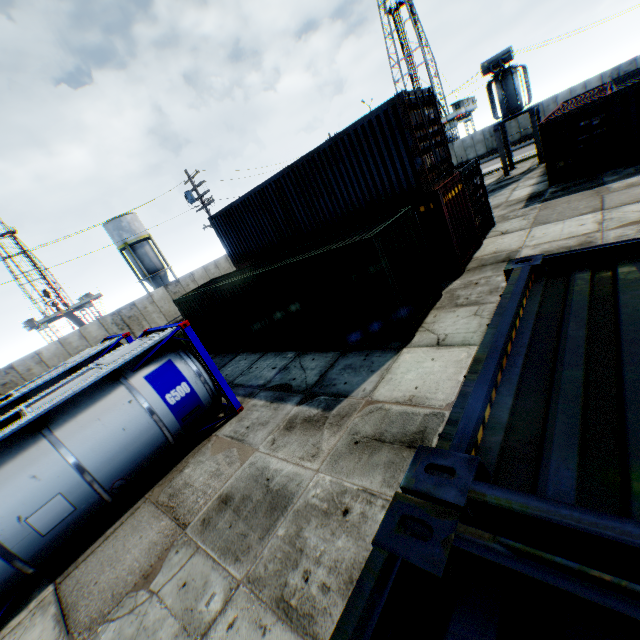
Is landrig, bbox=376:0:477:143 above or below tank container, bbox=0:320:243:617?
above

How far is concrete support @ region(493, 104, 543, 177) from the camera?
21.4m

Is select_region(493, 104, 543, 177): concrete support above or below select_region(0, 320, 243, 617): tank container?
above

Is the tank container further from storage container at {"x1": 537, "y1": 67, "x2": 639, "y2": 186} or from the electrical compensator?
the electrical compensator

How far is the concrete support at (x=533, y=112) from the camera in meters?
21.4

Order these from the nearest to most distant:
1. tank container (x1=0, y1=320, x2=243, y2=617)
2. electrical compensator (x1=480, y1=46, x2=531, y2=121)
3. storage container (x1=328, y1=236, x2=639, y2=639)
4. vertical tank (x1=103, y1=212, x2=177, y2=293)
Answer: storage container (x1=328, y1=236, x2=639, y2=639), tank container (x1=0, y1=320, x2=243, y2=617), electrical compensator (x1=480, y1=46, x2=531, y2=121), vertical tank (x1=103, y1=212, x2=177, y2=293)

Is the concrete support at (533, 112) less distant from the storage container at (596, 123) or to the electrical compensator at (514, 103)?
the electrical compensator at (514, 103)

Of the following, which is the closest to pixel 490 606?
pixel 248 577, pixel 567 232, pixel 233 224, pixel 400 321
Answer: pixel 248 577
